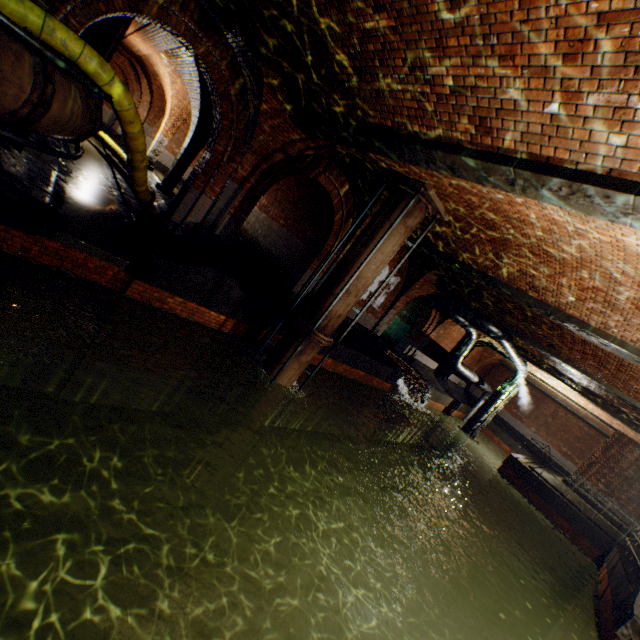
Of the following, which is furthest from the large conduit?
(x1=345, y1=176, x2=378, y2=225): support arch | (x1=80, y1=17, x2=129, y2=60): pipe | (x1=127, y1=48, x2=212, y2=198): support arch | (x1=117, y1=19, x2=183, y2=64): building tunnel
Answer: (x1=345, y1=176, x2=378, y2=225): support arch

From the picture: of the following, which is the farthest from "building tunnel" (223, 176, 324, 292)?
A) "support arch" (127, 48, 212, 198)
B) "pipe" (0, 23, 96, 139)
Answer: "pipe" (0, 23, 96, 139)

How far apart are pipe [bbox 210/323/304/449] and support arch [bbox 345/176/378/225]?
3.8m

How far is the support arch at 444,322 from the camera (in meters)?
19.22

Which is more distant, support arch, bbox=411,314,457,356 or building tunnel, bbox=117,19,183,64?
support arch, bbox=411,314,457,356

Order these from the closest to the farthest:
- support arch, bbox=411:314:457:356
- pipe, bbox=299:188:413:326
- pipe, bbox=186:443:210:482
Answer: pipe, bbox=299:188:413:326
pipe, bbox=186:443:210:482
support arch, bbox=411:314:457:356

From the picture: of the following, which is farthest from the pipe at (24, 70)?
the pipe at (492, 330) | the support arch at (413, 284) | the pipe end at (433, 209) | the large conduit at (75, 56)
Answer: the pipe at (492, 330)

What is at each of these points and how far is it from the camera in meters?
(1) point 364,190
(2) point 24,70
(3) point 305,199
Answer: (1) support arch, 10.5 m
(2) pipe, 3.7 m
(3) building tunnel, 14.4 m
